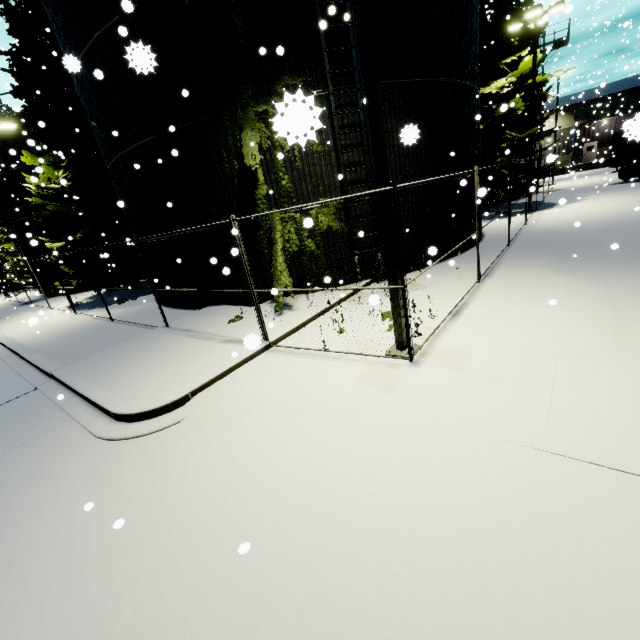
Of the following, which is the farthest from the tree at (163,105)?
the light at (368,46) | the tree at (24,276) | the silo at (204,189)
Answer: the tree at (24,276)

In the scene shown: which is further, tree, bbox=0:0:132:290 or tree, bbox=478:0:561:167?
tree, bbox=478:0:561:167

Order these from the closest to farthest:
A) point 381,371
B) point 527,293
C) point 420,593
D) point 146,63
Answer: point 146,63 < point 420,593 < point 381,371 < point 527,293

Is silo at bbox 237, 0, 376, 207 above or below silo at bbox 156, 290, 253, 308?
above

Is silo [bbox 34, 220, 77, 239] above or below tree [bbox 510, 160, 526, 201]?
above

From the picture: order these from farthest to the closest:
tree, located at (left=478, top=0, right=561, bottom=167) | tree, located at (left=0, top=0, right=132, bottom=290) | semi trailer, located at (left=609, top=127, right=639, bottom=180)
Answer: tree, located at (left=478, top=0, right=561, bottom=167), tree, located at (left=0, top=0, right=132, bottom=290), semi trailer, located at (left=609, top=127, right=639, bottom=180)

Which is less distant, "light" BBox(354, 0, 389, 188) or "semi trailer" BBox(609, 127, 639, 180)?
"semi trailer" BBox(609, 127, 639, 180)

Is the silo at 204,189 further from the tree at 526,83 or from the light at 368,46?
the light at 368,46
